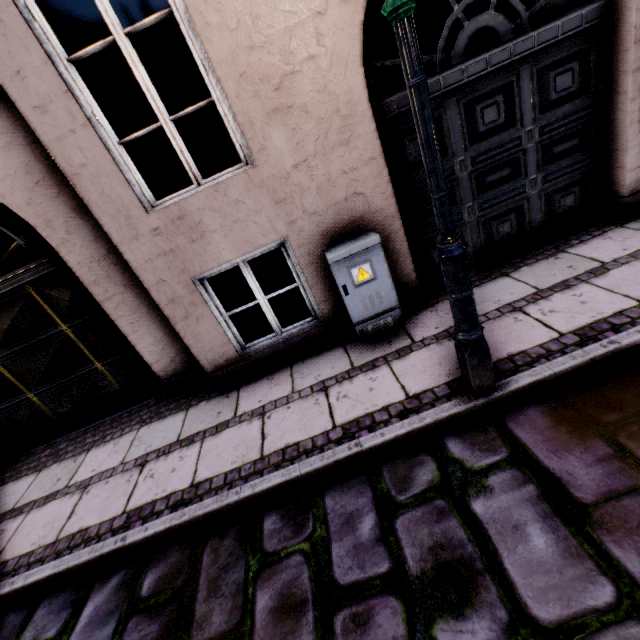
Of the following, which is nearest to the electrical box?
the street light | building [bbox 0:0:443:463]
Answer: building [bbox 0:0:443:463]

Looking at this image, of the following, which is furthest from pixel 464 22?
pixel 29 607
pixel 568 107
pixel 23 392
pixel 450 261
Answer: pixel 23 392

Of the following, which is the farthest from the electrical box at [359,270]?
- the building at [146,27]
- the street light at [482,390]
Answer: the street light at [482,390]

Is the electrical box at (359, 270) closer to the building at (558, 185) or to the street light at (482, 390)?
the building at (558, 185)

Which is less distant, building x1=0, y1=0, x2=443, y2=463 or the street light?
the street light

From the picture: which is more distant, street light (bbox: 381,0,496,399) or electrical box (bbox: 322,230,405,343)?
electrical box (bbox: 322,230,405,343)
